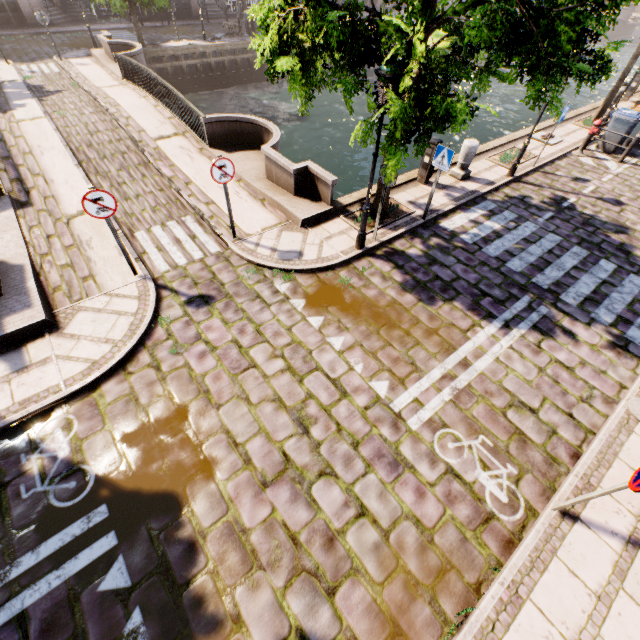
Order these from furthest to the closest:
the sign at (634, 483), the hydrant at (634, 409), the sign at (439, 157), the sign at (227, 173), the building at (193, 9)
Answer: the building at (193, 9)
the sign at (439, 157)
the sign at (227, 173)
the hydrant at (634, 409)
the sign at (634, 483)

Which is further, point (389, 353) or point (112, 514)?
point (389, 353)

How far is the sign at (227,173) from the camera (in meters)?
6.54

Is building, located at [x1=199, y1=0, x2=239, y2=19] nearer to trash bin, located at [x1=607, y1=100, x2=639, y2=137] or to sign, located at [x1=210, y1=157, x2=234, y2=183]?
sign, located at [x1=210, y1=157, x2=234, y2=183]

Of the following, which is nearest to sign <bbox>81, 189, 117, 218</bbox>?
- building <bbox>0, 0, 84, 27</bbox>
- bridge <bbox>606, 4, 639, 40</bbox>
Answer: building <bbox>0, 0, 84, 27</bbox>

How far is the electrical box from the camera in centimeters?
939cm

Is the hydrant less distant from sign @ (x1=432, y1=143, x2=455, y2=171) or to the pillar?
sign @ (x1=432, y1=143, x2=455, y2=171)

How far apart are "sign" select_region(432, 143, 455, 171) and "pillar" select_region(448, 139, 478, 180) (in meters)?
3.02
